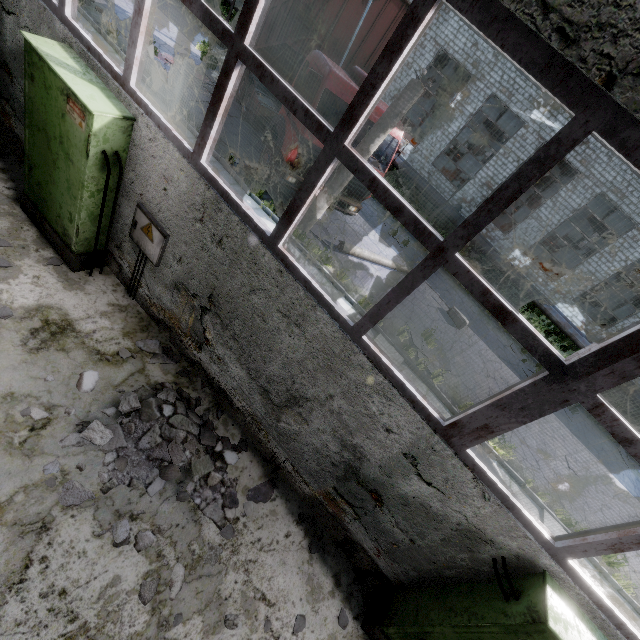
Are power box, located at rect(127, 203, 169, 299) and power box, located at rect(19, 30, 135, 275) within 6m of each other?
A: yes

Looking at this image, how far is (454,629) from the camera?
3.3m

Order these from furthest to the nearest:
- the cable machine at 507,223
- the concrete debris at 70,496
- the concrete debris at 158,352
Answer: the cable machine at 507,223 < the concrete debris at 158,352 < the concrete debris at 70,496

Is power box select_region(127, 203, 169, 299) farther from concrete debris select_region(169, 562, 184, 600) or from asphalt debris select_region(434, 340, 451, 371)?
asphalt debris select_region(434, 340, 451, 371)

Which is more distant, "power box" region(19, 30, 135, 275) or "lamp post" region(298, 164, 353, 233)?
"lamp post" region(298, 164, 353, 233)

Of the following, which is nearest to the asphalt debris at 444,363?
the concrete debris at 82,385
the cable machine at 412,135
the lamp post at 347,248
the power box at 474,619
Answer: the lamp post at 347,248

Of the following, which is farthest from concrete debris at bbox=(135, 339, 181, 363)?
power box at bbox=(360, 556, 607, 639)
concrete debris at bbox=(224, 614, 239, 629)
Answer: power box at bbox=(360, 556, 607, 639)

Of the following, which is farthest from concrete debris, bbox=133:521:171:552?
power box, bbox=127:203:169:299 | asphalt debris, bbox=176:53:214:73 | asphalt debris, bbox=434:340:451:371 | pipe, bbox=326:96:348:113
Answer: pipe, bbox=326:96:348:113
